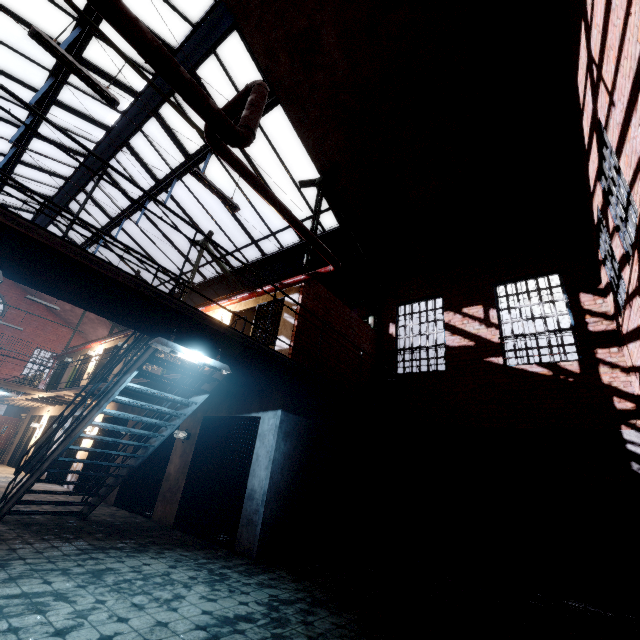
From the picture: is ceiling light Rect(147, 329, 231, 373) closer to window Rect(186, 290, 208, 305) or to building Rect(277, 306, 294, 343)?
building Rect(277, 306, 294, 343)

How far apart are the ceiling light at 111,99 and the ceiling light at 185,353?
4.1 meters

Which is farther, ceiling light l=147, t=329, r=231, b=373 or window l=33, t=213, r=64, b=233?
window l=33, t=213, r=64, b=233

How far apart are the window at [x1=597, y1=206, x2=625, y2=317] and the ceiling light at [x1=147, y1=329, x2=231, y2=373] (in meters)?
6.86

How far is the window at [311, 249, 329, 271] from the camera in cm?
1208

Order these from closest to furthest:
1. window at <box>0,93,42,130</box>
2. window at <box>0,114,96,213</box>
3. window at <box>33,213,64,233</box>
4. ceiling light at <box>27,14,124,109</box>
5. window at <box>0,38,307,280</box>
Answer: ceiling light at <box>27,14,124,109</box> → window at <box>0,38,307,280</box> → window at <box>0,93,42,130</box> → window at <box>0,114,96,213</box> → window at <box>33,213,64,233</box>

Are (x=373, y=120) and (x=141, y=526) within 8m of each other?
no

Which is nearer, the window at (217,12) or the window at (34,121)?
the window at (217,12)
